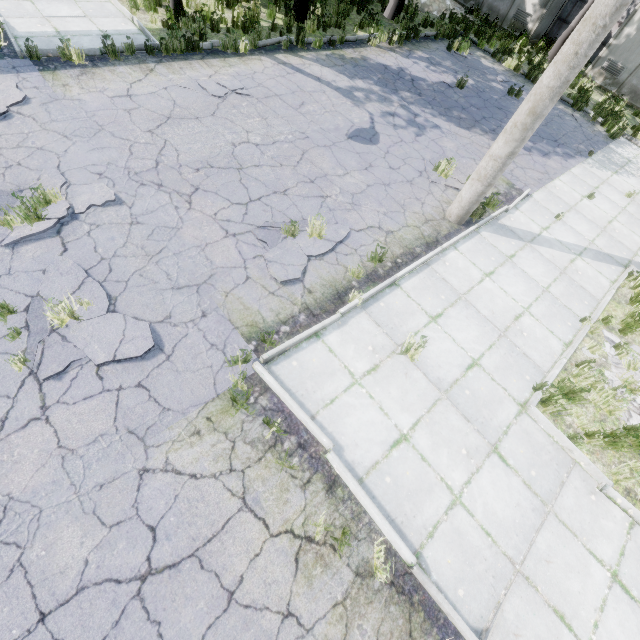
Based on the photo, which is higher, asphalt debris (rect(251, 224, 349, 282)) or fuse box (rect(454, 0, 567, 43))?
fuse box (rect(454, 0, 567, 43))

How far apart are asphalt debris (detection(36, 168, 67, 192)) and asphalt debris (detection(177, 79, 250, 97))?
4.0m

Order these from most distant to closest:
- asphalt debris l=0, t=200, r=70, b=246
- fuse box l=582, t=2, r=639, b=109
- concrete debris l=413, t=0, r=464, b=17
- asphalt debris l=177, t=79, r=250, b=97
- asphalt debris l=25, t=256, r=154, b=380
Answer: concrete debris l=413, t=0, r=464, b=17 → fuse box l=582, t=2, r=639, b=109 → asphalt debris l=177, t=79, r=250, b=97 → asphalt debris l=0, t=200, r=70, b=246 → asphalt debris l=25, t=256, r=154, b=380

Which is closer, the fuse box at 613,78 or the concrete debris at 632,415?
the concrete debris at 632,415

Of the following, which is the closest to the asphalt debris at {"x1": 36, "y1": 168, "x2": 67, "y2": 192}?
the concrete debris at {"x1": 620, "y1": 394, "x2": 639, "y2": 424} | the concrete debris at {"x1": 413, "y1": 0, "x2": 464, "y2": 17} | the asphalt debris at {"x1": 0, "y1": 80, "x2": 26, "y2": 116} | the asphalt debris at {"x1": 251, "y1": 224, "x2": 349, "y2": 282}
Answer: the asphalt debris at {"x1": 0, "y1": 80, "x2": 26, "y2": 116}

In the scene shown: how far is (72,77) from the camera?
7.1 meters

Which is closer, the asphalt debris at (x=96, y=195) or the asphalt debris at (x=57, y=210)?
the asphalt debris at (x=57, y=210)

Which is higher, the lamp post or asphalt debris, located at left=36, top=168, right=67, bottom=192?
the lamp post
